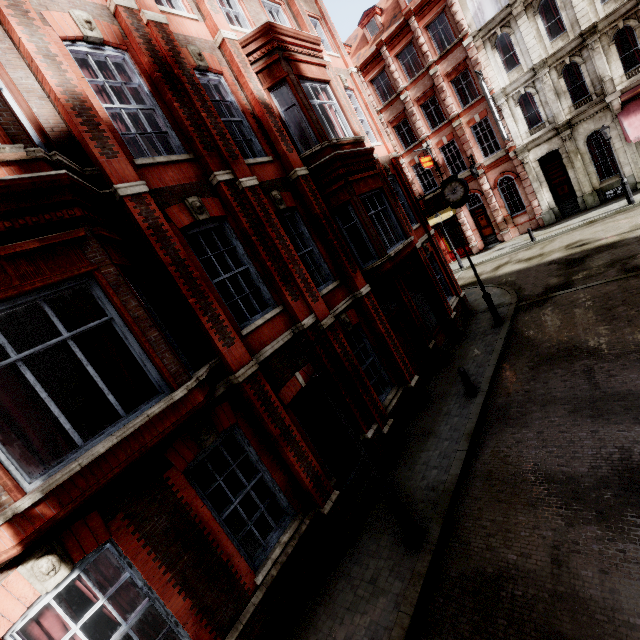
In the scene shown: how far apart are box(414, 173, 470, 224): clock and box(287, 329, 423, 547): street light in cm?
1179

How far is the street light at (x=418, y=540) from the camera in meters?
5.6 m

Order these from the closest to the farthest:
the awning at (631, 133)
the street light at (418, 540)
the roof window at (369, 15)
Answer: the street light at (418, 540), the awning at (631, 133), the roof window at (369, 15)

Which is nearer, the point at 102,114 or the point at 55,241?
the point at 55,241

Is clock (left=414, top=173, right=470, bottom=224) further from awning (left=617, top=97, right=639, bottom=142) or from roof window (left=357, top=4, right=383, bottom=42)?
roof window (left=357, top=4, right=383, bottom=42)

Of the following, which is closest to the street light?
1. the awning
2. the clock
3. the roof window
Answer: the clock

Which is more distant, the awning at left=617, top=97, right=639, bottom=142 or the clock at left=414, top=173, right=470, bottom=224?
the awning at left=617, top=97, right=639, bottom=142

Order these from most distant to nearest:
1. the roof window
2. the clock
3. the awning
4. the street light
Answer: the roof window
the awning
the clock
the street light
